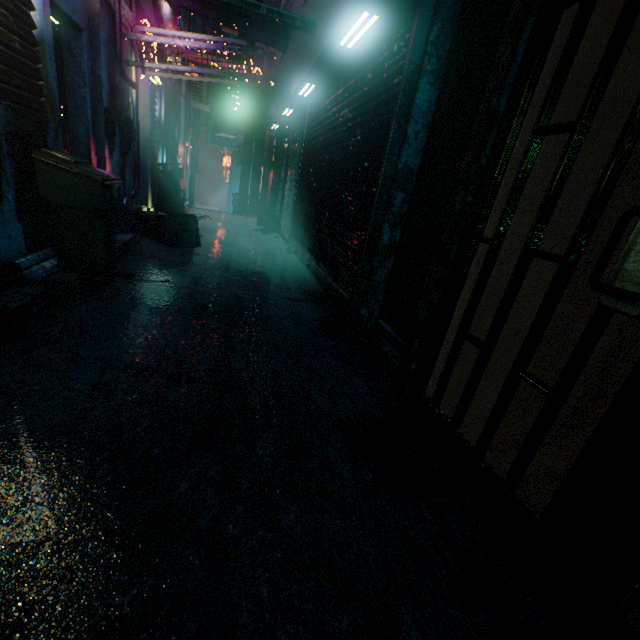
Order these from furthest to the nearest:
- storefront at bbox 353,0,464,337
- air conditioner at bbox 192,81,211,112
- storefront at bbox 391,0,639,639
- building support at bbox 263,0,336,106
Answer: air conditioner at bbox 192,81,211,112 < building support at bbox 263,0,336,106 < storefront at bbox 353,0,464,337 < storefront at bbox 391,0,639,639

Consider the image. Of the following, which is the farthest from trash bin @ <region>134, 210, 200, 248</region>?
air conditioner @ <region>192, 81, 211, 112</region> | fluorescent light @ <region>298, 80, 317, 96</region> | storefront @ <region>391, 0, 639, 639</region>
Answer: air conditioner @ <region>192, 81, 211, 112</region>

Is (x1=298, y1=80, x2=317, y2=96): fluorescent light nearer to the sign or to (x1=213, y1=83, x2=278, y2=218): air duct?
the sign

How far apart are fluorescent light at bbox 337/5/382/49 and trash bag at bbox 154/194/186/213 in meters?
5.3 m

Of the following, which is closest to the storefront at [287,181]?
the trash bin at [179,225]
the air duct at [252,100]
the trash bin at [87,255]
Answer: the air duct at [252,100]

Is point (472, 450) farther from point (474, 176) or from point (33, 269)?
point (33, 269)

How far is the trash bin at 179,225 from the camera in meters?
4.8 m

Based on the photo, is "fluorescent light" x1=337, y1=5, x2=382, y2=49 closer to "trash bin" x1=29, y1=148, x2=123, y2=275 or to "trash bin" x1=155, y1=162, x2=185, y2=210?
"trash bin" x1=29, y1=148, x2=123, y2=275
